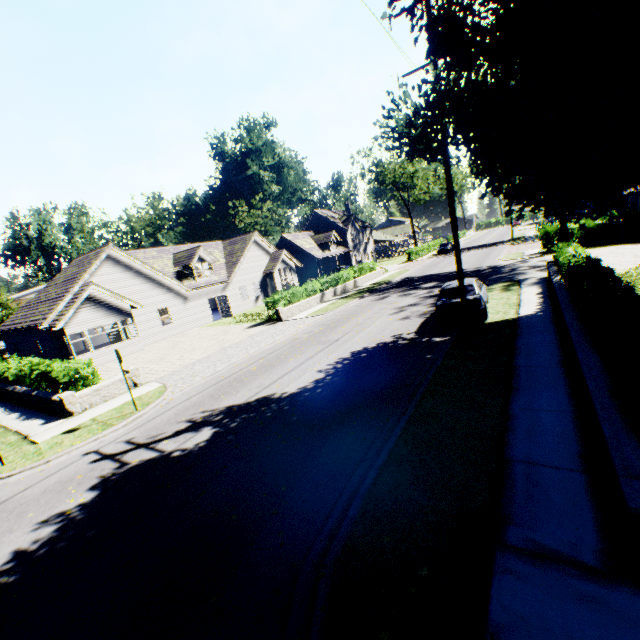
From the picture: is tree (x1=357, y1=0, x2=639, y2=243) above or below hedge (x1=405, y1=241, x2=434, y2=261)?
above

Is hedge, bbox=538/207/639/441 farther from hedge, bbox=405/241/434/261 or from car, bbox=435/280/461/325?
hedge, bbox=405/241/434/261

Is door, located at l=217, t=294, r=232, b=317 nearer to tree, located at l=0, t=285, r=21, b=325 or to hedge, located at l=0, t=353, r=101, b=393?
hedge, located at l=0, t=353, r=101, b=393

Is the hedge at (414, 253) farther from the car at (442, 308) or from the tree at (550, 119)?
the car at (442, 308)

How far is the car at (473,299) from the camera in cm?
1249

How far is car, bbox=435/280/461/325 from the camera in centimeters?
1283cm

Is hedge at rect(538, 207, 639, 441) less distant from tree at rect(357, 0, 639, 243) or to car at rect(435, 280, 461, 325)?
tree at rect(357, 0, 639, 243)

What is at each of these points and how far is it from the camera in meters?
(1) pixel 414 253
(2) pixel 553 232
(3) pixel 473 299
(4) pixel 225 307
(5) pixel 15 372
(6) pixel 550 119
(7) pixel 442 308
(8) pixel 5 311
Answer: (1) hedge, 49.3 m
(2) hedge, 28.2 m
(3) car, 12.5 m
(4) door, 30.5 m
(5) hedge, 16.5 m
(6) tree, 6.3 m
(7) car, 13.1 m
(8) tree, 38.6 m
